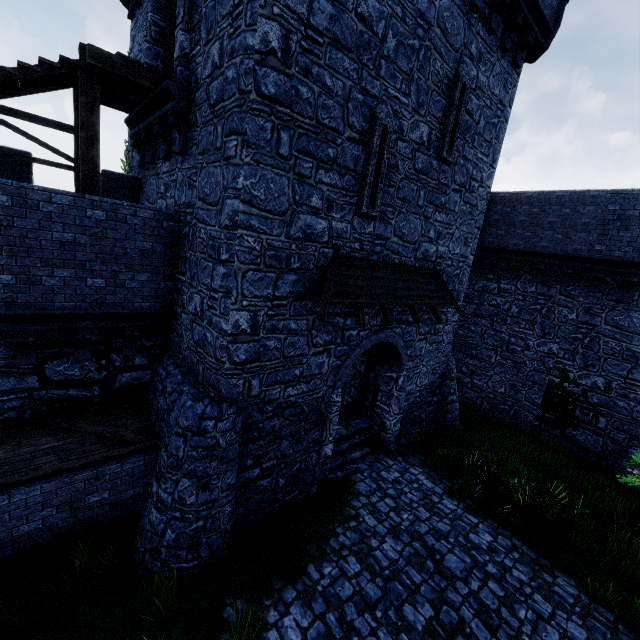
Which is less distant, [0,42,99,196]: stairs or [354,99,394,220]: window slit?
[0,42,99,196]: stairs

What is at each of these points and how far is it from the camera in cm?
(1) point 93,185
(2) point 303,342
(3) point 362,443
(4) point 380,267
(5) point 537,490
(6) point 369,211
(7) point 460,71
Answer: (1) stairs, 755
(2) building, 765
(3) stairs, 1104
(4) awning, 857
(5) bush, 878
(6) window slit, 771
(7) window slit, 852

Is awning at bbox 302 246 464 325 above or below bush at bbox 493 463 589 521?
above

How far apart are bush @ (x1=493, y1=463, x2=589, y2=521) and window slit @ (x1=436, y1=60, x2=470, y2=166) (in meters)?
8.94

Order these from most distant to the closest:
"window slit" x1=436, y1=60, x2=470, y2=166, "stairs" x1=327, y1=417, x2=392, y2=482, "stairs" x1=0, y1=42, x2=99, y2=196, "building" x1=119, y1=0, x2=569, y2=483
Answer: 1. "stairs" x1=327, y1=417, x2=392, y2=482
2. "window slit" x1=436, y1=60, x2=470, y2=166
3. "stairs" x1=0, y1=42, x2=99, y2=196
4. "building" x1=119, y1=0, x2=569, y2=483

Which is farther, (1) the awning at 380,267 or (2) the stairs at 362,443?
(2) the stairs at 362,443

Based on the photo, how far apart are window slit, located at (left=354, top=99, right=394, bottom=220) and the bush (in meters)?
8.17

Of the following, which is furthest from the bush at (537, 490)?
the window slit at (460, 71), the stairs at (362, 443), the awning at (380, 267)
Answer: the window slit at (460, 71)
